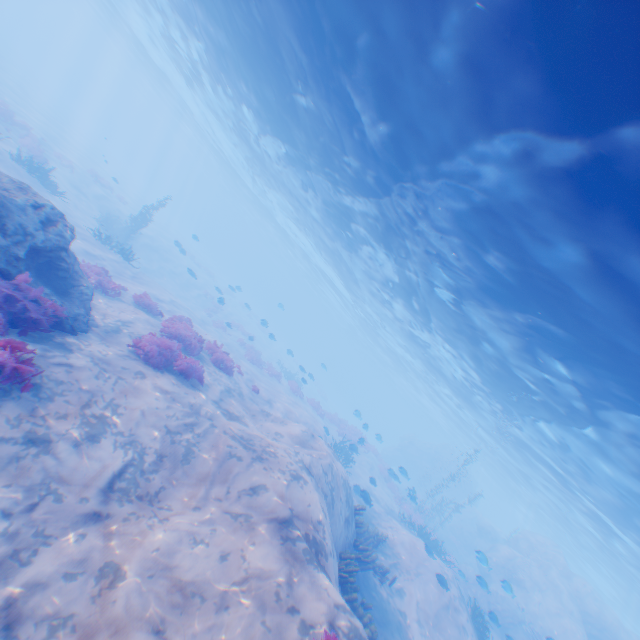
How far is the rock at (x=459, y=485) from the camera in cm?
4288

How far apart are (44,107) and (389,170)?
42.5 meters

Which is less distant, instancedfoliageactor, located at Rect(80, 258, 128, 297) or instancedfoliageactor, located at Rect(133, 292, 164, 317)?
instancedfoliageactor, located at Rect(80, 258, 128, 297)

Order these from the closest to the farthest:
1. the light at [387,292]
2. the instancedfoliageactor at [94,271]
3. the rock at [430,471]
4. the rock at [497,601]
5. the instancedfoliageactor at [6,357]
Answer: the instancedfoliageactor at [6,357] → the light at [387,292] → the instancedfoliageactor at [94,271] → the rock at [497,601] → the rock at [430,471]

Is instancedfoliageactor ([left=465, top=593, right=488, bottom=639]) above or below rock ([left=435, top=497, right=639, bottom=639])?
below

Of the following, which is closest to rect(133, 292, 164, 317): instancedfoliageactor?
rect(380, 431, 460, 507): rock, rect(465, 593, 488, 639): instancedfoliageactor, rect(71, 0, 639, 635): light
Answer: rect(71, 0, 639, 635): light

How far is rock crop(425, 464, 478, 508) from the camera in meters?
42.9

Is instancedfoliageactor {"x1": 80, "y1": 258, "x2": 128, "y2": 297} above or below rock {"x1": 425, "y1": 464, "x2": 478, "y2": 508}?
below
